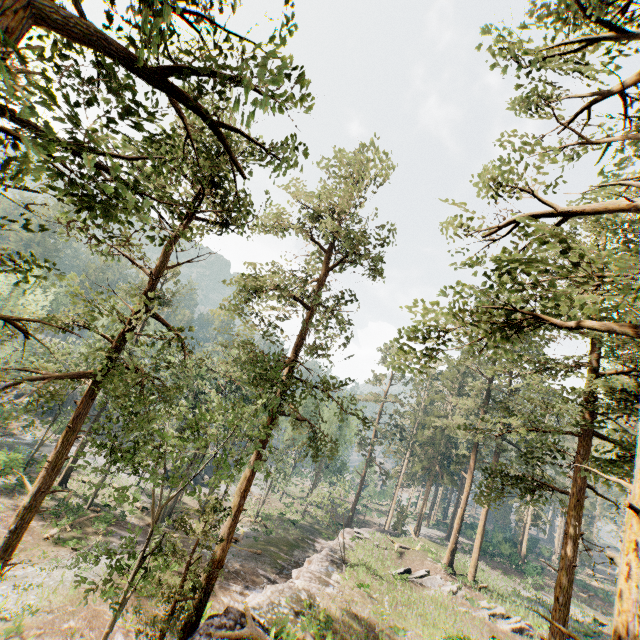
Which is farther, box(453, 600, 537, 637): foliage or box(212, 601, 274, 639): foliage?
box(453, 600, 537, 637): foliage

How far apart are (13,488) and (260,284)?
32.27m

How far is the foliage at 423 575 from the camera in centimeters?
2662cm

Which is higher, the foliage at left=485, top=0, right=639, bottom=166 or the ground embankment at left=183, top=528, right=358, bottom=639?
the foliage at left=485, top=0, right=639, bottom=166

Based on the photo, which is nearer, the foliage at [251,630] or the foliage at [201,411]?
the foliage at [201,411]

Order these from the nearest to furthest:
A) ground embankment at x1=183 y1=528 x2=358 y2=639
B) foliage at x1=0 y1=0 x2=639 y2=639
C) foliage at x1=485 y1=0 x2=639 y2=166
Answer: foliage at x1=0 y1=0 x2=639 y2=639 → foliage at x1=485 y1=0 x2=639 y2=166 → ground embankment at x1=183 y1=528 x2=358 y2=639

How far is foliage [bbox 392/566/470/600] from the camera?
26.6 meters
